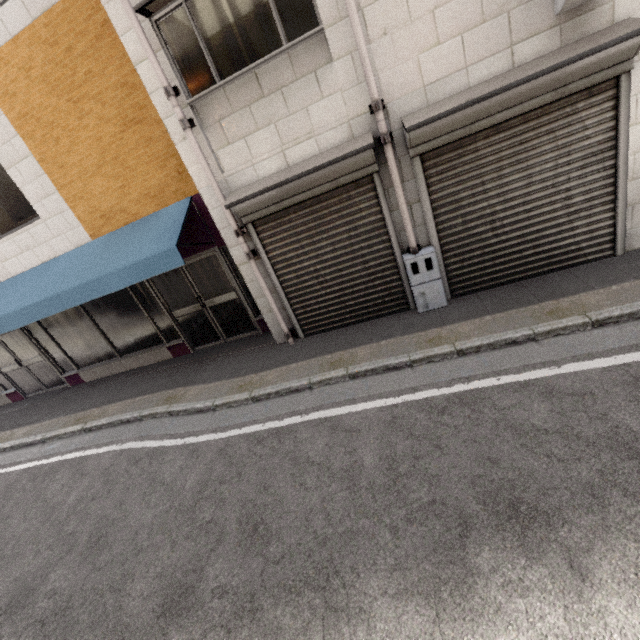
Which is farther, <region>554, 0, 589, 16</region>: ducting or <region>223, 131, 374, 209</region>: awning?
<region>223, 131, 374, 209</region>: awning

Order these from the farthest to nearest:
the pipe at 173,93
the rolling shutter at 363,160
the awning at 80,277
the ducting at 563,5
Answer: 1. the awning at 80,277
2. the rolling shutter at 363,160
3. the pipe at 173,93
4. the ducting at 563,5

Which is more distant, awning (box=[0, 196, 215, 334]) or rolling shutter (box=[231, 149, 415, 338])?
awning (box=[0, 196, 215, 334])

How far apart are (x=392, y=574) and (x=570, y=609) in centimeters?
108cm

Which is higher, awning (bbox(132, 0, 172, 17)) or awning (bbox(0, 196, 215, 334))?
awning (bbox(132, 0, 172, 17))

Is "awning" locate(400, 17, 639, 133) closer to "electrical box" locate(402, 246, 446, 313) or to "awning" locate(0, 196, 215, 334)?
"electrical box" locate(402, 246, 446, 313)

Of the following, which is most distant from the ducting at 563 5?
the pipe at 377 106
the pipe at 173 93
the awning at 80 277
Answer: the awning at 80 277

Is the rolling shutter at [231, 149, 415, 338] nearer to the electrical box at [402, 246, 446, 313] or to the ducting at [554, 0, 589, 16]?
the electrical box at [402, 246, 446, 313]
